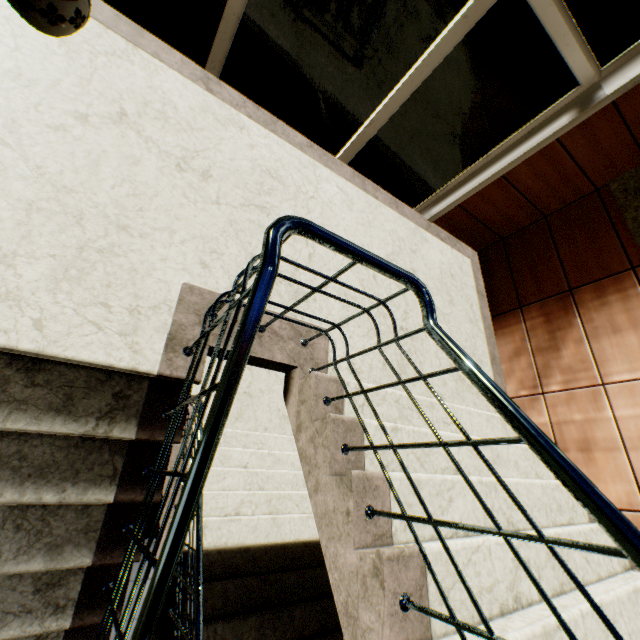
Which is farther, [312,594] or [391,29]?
[312,594]
